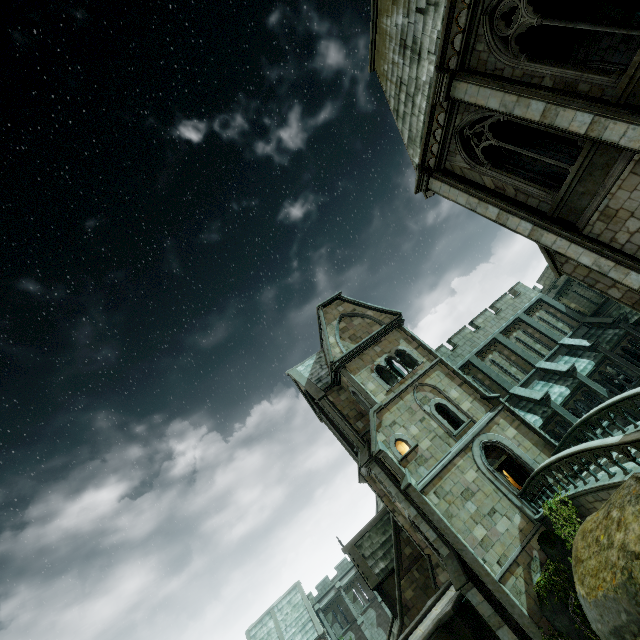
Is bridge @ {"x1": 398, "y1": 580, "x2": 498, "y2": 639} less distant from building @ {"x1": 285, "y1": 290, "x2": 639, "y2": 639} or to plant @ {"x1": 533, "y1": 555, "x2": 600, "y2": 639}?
building @ {"x1": 285, "y1": 290, "x2": 639, "y2": 639}

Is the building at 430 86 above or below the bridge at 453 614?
above

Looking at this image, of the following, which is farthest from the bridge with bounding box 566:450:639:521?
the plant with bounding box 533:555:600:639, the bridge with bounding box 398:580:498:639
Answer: the bridge with bounding box 398:580:498:639

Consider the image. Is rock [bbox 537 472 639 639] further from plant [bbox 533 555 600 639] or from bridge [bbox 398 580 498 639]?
bridge [bbox 398 580 498 639]

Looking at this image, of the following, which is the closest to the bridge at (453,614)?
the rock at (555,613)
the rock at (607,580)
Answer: the rock at (555,613)

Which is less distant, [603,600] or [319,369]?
[603,600]

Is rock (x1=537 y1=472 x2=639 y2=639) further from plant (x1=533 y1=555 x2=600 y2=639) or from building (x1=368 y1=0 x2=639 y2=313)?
plant (x1=533 y1=555 x2=600 y2=639)
